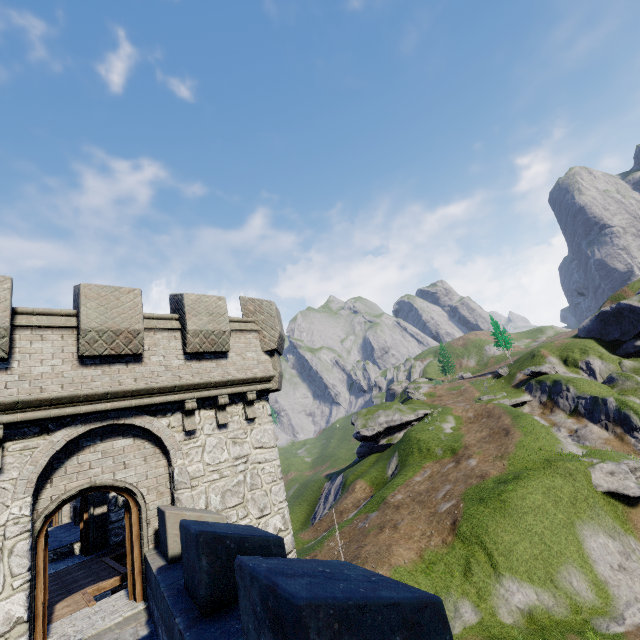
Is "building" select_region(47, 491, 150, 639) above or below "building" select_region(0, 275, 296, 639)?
below

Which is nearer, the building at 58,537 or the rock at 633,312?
the building at 58,537

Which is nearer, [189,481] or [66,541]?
[189,481]

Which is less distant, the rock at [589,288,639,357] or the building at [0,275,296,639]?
the building at [0,275,296,639]

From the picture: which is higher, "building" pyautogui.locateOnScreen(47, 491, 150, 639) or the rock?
the rock
